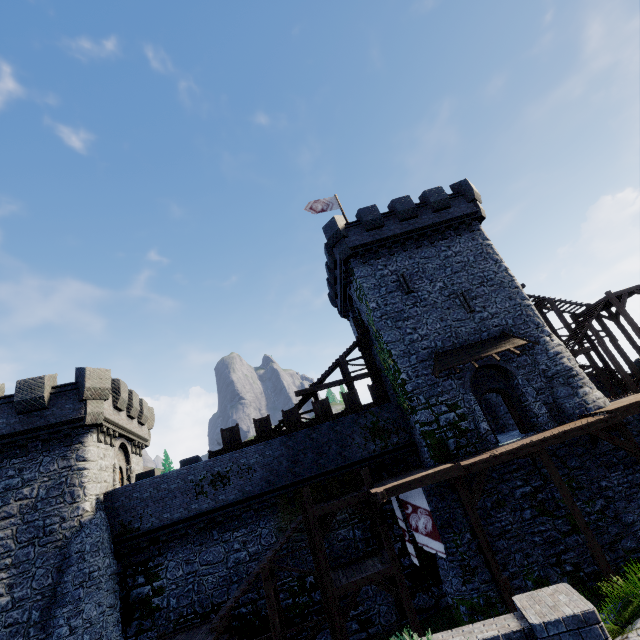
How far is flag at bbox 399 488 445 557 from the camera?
13.3 meters

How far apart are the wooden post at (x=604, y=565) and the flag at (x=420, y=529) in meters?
5.5

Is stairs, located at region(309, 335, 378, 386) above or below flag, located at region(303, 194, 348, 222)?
below

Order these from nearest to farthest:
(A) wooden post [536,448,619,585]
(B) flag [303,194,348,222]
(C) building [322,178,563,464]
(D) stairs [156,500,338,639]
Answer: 1. (A) wooden post [536,448,619,585]
2. (D) stairs [156,500,338,639]
3. (C) building [322,178,563,464]
4. (B) flag [303,194,348,222]

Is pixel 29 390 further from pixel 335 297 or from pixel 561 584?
pixel 561 584

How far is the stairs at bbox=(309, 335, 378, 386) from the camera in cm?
2261

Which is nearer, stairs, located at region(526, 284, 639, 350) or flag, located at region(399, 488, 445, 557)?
flag, located at region(399, 488, 445, 557)

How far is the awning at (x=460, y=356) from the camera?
18.2 meters
